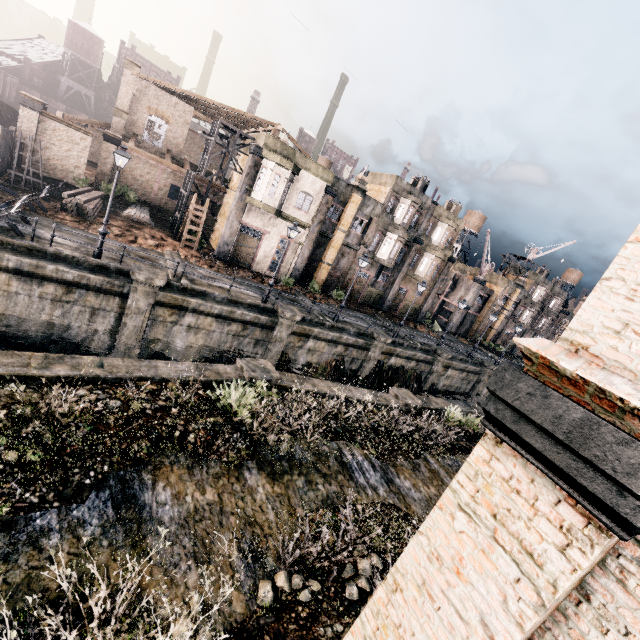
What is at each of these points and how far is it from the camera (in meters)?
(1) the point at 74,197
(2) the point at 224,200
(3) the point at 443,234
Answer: (1) wood pile, 22.17
(2) building, 31.50
(3) building, 38.31

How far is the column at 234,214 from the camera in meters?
25.3 m

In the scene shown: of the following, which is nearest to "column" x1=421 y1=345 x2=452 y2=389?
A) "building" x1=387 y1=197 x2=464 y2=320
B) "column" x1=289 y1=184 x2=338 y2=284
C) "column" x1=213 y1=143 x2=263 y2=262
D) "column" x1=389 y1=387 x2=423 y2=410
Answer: "building" x1=387 y1=197 x2=464 y2=320

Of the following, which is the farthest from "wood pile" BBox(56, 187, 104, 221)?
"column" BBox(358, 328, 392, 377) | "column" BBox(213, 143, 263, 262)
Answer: "column" BBox(358, 328, 392, 377)

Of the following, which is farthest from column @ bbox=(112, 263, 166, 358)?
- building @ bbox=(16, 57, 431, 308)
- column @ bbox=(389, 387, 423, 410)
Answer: column @ bbox=(389, 387, 423, 410)

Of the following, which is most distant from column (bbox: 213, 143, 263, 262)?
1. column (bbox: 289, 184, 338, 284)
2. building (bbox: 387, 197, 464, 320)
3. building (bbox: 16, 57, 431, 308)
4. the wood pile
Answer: building (bbox: 387, 197, 464, 320)

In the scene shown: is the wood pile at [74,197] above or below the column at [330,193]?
below

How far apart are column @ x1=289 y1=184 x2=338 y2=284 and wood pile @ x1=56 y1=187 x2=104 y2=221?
15.63m
